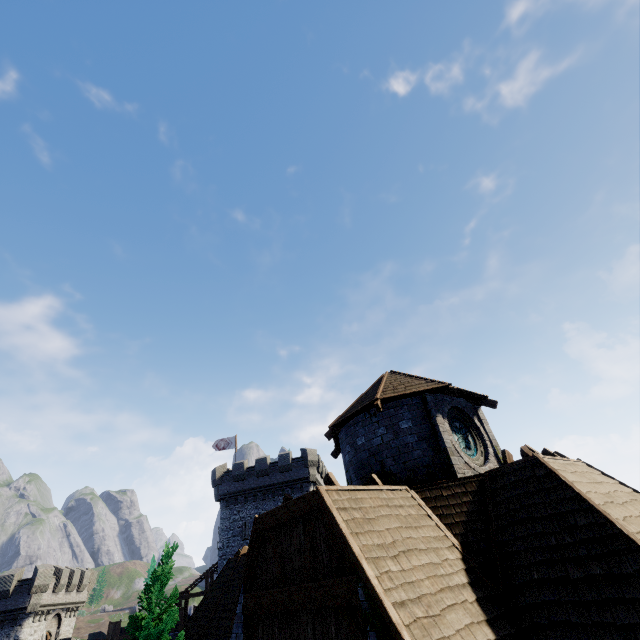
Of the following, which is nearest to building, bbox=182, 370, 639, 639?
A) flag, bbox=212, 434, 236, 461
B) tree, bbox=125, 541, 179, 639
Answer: tree, bbox=125, 541, 179, 639

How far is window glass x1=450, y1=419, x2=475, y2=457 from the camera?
10.6 meters

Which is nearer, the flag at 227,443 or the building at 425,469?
the building at 425,469

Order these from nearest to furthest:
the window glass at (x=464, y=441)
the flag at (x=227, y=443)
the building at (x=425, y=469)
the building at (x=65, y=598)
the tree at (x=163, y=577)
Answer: the building at (x=425, y=469) → the window glass at (x=464, y=441) → the tree at (x=163, y=577) → the building at (x=65, y=598) → the flag at (x=227, y=443)

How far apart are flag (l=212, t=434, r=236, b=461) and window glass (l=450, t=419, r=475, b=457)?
32.3 meters

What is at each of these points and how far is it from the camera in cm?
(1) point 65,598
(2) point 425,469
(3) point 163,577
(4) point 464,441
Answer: (1) building, 3400
(2) building, 938
(3) tree, 1431
(4) window glass, 1086

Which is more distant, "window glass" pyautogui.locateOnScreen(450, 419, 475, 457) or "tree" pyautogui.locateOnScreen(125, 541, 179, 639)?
"tree" pyautogui.locateOnScreen(125, 541, 179, 639)

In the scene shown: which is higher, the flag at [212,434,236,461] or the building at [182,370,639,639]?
the flag at [212,434,236,461]
